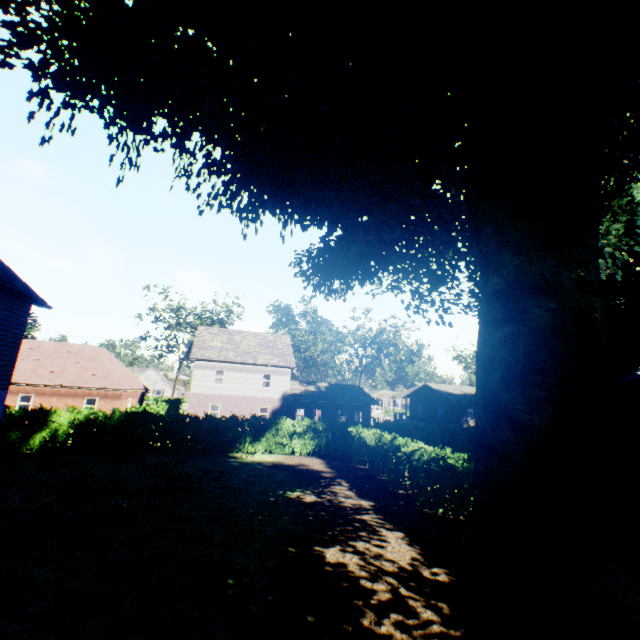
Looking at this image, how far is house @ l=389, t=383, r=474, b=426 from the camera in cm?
4169

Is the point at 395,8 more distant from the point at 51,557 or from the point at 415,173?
the point at 51,557

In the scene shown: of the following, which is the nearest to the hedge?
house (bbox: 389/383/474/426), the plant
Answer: the plant

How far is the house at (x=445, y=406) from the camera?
41.69m

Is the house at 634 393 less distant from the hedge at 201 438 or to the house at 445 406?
the hedge at 201 438

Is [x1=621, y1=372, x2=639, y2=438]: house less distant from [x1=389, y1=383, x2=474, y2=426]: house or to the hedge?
the hedge

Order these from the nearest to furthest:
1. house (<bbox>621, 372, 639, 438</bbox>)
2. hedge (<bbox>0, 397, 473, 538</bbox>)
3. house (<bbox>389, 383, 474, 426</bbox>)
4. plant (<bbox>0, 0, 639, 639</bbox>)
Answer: plant (<bbox>0, 0, 639, 639</bbox>) < hedge (<bbox>0, 397, 473, 538</bbox>) < house (<bbox>621, 372, 639, 438</bbox>) < house (<bbox>389, 383, 474, 426</bbox>)

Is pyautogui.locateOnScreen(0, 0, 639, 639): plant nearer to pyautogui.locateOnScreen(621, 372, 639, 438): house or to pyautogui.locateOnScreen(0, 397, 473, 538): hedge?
pyautogui.locateOnScreen(621, 372, 639, 438): house
